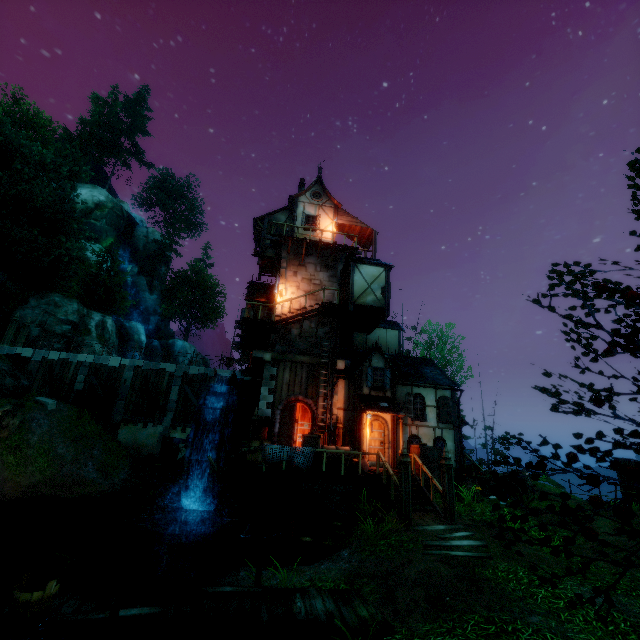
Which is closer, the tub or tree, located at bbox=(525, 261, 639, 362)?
tree, located at bbox=(525, 261, 639, 362)

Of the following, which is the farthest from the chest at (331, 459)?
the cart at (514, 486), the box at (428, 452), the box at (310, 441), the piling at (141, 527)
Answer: the piling at (141, 527)

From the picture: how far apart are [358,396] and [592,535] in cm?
1409

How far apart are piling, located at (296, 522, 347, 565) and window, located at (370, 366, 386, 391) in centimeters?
667cm

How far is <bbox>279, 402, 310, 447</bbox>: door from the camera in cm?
1653

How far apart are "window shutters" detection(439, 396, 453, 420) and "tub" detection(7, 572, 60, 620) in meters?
17.0 m

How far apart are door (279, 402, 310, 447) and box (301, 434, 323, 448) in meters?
2.1 m

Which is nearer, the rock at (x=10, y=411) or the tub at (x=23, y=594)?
the tub at (x=23, y=594)
